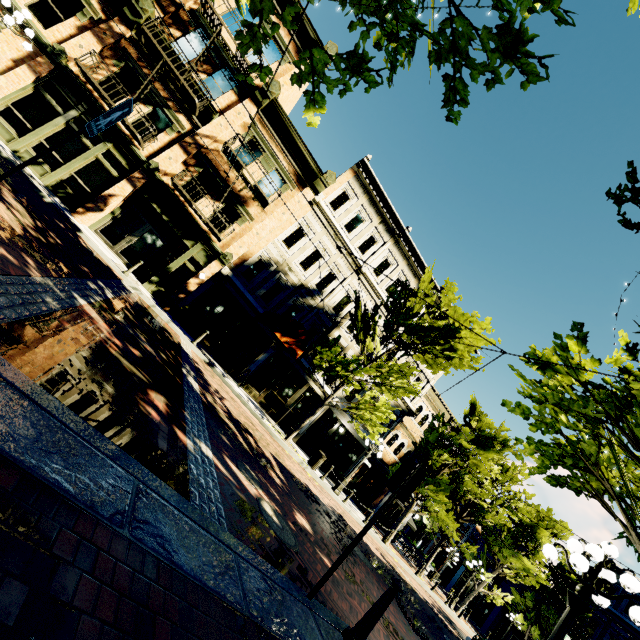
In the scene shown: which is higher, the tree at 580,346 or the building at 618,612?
the building at 618,612

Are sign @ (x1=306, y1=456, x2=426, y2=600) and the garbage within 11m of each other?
no

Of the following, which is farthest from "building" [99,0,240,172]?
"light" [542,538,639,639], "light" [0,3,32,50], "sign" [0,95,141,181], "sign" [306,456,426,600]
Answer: "light" [542,538,639,639]

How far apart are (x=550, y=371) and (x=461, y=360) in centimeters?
973cm

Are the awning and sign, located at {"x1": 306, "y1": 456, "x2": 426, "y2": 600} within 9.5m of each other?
no

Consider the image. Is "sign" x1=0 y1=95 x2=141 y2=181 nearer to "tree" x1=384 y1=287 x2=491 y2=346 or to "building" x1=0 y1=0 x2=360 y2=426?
"tree" x1=384 y1=287 x2=491 y2=346

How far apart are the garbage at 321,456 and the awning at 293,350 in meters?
4.9

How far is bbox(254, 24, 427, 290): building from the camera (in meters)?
16.66
